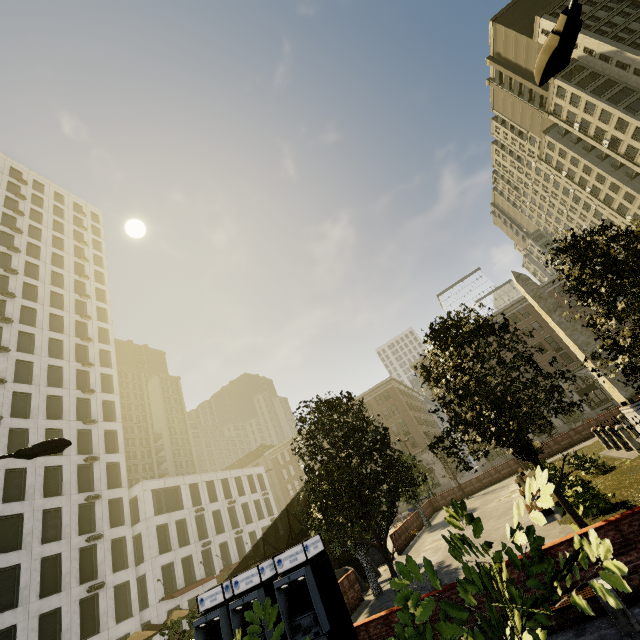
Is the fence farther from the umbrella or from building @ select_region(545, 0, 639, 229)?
the umbrella

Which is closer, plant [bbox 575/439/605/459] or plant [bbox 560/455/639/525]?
plant [bbox 560/455/639/525]

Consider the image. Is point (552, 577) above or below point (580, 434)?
above

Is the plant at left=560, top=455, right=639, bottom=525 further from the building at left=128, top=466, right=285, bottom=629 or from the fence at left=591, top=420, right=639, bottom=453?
the building at left=128, top=466, right=285, bottom=629

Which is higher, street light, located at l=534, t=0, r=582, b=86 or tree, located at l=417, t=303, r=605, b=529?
street light, located at l=534, t=0, r=582, b=86

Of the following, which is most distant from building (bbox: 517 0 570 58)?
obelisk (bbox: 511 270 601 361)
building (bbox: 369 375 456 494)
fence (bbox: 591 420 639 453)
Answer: obelisk (bbox: 511 270 601 361)

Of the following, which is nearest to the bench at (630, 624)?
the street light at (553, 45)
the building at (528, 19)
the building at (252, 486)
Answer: the street light at (553, 45)

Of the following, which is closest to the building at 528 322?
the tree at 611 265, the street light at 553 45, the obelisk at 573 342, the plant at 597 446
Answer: the tree at 611 265
